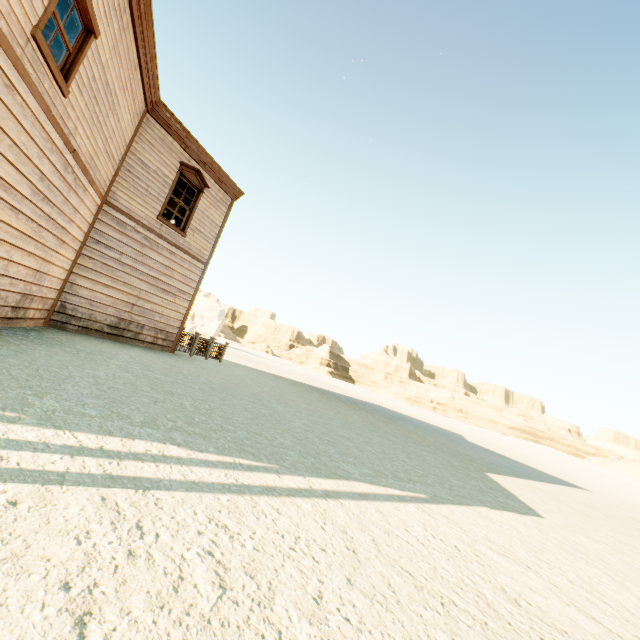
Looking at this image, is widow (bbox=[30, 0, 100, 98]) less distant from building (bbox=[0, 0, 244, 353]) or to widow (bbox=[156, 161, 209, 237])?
building (bbox=[0, 0, 244, 353])

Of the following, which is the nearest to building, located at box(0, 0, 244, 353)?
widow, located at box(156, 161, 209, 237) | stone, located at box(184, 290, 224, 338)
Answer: widow, located at box(156, 161, 209, 237)

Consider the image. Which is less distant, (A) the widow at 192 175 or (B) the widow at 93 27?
(B) the widow at 93 27

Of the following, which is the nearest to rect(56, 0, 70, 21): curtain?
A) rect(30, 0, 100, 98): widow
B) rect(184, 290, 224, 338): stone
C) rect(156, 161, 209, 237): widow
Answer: rect(30, 0, 100, 98): widow

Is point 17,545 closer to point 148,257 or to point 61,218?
point 61,218

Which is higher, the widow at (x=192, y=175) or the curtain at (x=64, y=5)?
the widow at (x=192, y=175)

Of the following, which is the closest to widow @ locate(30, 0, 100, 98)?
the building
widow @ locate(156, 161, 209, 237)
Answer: the building

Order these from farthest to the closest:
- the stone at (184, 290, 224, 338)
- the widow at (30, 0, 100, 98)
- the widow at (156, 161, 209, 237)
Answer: the stone at (184, 290, 224, 338), the widow at (156, 161, 209, 237), the widow at (30, 0, 100, 98)
